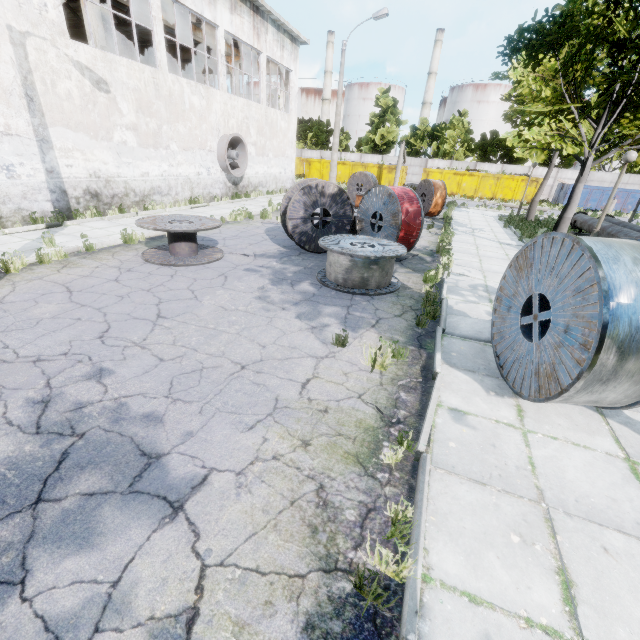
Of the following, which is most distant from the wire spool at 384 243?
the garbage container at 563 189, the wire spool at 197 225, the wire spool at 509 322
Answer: the garbage container at 563 189

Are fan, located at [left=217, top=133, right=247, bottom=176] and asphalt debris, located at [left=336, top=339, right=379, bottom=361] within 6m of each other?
no

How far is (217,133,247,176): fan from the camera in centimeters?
1719cm

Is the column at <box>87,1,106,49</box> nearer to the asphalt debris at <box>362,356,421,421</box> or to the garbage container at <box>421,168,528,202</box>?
the asphalt debris at <box>362,356,421,421</box>

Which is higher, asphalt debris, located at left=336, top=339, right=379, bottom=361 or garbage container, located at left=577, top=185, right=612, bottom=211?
garbage container, located at left=577, top=185, right=612, bottom=211

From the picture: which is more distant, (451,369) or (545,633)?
(451,369)

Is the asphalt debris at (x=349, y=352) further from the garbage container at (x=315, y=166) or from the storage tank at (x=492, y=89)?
the storage tank at (x=492, y=89)

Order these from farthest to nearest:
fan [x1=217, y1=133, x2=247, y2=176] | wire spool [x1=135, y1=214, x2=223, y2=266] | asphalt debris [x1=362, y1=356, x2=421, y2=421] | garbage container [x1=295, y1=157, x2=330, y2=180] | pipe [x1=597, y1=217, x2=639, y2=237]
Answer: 1. garbage container [x1=295, y1=157, x2=330, y2=180]
2. fan [x1=217, y1=133, x2=247, y2=176]
3. pipe [x1=597, y1=217, x2=639, y2=237]
4. wire spool [x1=135, y1=214, x2=223, y2=266]
5. asphalt debris [x1=362, y1=356, x2=421, y2=421]
